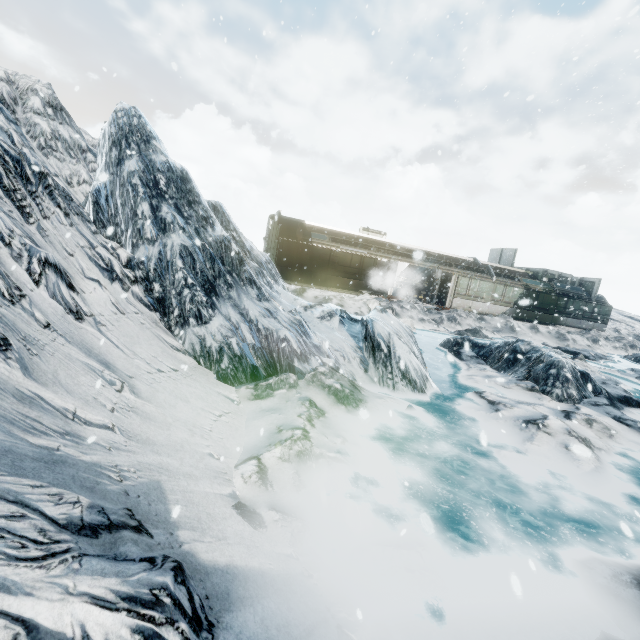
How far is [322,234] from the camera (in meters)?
22.89
